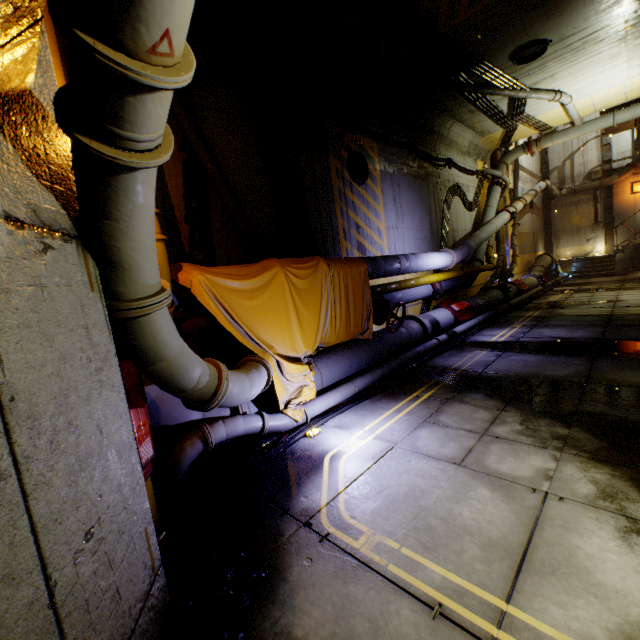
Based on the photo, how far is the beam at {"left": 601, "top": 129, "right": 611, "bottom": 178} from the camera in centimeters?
2097cm

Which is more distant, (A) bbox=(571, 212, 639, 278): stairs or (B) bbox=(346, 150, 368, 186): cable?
(A) bbox=(571, 212, 639, 278): stairs

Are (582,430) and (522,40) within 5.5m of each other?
no

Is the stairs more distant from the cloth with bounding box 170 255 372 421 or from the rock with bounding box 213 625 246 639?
the rock with bounding box 213 625 246 639

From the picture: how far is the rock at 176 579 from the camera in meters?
2.3

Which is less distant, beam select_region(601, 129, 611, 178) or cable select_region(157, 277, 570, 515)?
cable select_region(157, 277, 570, 515)

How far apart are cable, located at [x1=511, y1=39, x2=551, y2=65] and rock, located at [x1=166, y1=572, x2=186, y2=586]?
11.8 meters

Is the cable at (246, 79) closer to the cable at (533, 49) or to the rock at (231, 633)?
the rock at (231, 633)
